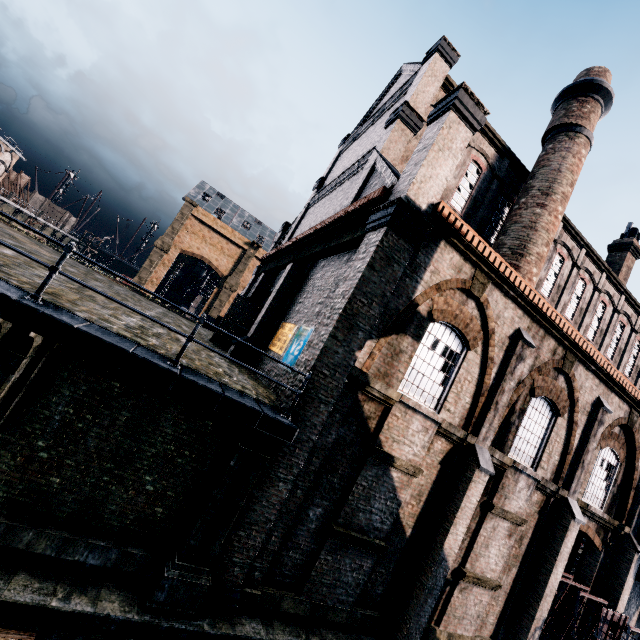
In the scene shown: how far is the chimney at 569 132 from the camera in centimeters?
1555cm

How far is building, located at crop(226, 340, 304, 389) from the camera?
9.1 meters

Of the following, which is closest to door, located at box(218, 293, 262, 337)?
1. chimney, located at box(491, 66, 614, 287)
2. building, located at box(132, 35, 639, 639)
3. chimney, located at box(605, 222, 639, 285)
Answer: building, located at box(132, 35, 639, 639)

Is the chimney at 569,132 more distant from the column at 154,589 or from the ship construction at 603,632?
the column at 154,589

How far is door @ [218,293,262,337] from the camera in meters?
18.5

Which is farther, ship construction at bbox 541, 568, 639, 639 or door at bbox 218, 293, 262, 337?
door at bbox 218, 293, 262, 337

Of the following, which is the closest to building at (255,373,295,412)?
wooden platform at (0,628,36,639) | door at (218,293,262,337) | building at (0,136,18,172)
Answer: door at (218,293,262,337)

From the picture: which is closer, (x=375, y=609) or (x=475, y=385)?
(x=375, y=609)
